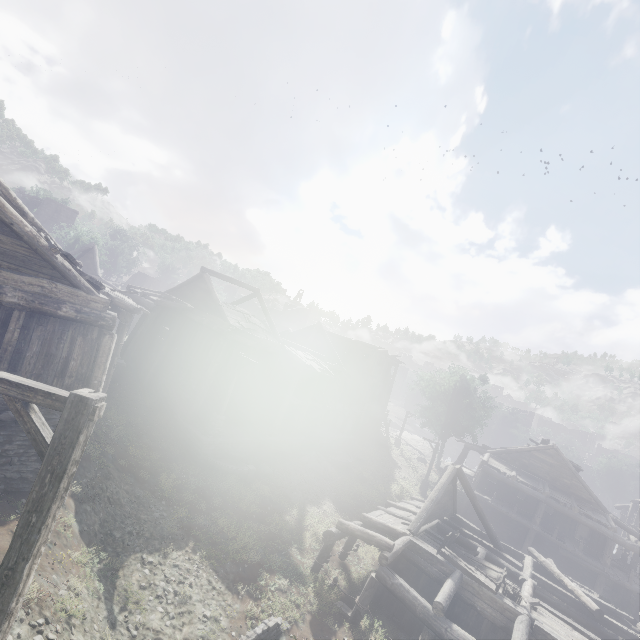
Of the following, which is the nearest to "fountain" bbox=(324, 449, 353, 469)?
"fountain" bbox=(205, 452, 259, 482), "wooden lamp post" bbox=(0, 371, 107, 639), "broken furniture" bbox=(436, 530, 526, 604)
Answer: "fountain" bbox=(205, 452, 259, 482)

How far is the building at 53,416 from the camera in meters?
8.6

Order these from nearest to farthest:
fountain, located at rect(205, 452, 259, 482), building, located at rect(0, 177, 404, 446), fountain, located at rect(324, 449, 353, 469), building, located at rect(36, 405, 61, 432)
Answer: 1. building, located at rect(0, 177, 404, 446)
2. building, located at rect(36, 405, 61, 432)
3. fountain, located at rect(205, 452, 259, 482)
4. fountain, located at rect(324, 449, 353, 469)

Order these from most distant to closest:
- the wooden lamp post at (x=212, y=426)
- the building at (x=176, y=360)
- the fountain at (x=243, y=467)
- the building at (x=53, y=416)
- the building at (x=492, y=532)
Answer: the wooden lamp post at (x=212, y=426)
the fountain at (x=243, y=467)
the building at (x=492, y=532)
the building at (x=53, y=416)
the building at (x=176, y=360)

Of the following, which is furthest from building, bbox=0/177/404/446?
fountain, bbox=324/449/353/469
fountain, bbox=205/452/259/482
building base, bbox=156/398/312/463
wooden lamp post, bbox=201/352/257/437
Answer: fountain, bbox=324/449/353/469

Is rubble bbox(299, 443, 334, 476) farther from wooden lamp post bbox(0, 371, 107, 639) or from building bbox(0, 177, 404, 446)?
wooden lamp post bbox(0, 371, 107, 639)

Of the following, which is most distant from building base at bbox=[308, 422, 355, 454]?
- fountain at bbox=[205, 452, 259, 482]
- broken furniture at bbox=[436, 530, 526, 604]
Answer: broken furniture at bbox=[436, 530, 526, 604]

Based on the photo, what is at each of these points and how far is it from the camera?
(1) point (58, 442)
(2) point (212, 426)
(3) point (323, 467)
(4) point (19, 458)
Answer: (1) wooden lamp post, 3.8m
(2) wooden lamp post, 17.4m
(3) rubble, 23.0m
(4) building, 8.4m
